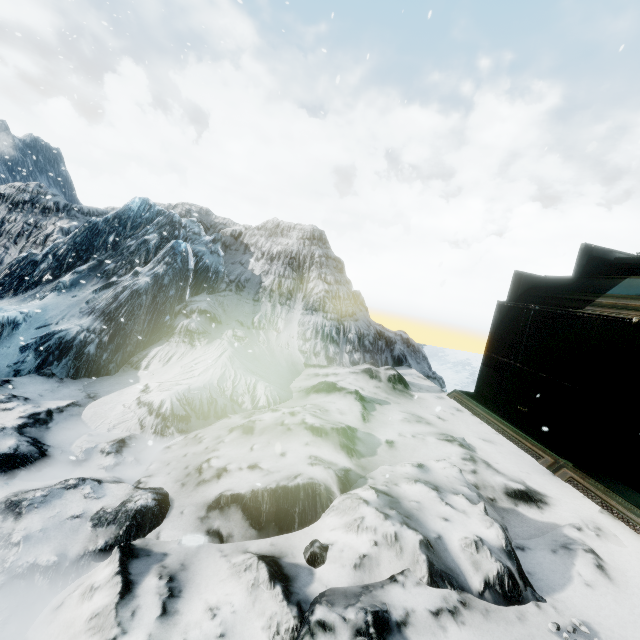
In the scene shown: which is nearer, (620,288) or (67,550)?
(67,550)
